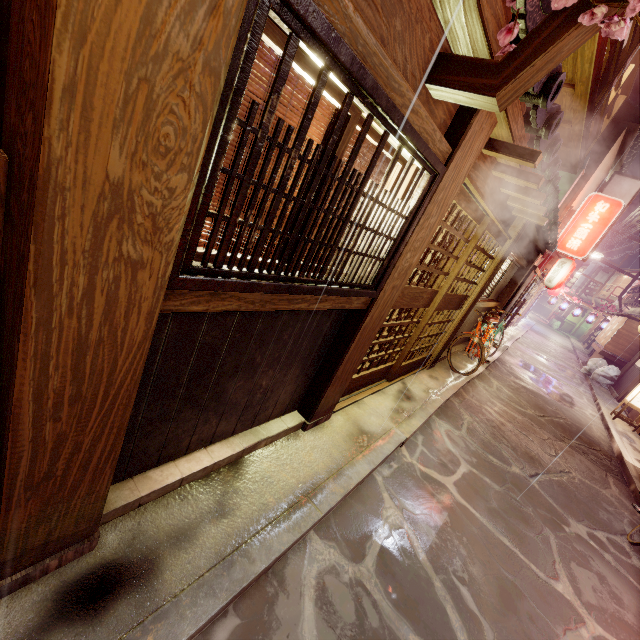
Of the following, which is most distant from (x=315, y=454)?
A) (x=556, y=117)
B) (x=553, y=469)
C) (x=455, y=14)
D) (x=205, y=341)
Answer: (x=553, y=469)

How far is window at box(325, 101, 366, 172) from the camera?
3.23m

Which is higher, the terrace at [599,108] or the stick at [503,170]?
the terrace at [599,108]

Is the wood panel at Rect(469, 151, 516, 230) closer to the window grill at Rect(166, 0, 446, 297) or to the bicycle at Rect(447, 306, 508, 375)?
the window grill at Rect(166, 0, 446, 297)

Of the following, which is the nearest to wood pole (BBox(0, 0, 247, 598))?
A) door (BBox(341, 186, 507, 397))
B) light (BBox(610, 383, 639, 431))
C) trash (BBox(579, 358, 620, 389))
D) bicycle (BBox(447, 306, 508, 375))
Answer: door (BBox(341, 186, 507, 397))

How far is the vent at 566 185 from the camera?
16.9 meters

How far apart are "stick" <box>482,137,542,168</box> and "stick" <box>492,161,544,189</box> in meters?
0.9
